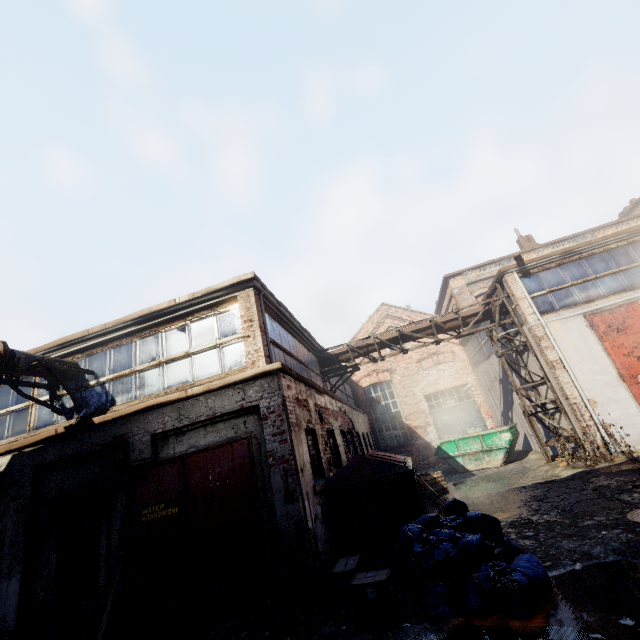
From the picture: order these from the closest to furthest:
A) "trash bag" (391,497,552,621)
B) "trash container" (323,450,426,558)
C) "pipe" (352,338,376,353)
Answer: "trash bag" (391,497,552,621)
"trash container" (323,450,426,558)
"pipe" (352,338,376,353)

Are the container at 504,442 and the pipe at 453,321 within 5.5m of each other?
yes

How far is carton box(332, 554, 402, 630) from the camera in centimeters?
396cm

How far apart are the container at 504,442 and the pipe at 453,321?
4.46m

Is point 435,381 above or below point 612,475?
above

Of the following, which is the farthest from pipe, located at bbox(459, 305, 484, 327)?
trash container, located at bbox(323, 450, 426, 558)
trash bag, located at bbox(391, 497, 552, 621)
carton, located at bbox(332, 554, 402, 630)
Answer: carton, located at bbox(332, 554, 402, 630)

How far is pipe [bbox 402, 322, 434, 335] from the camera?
13.05m
